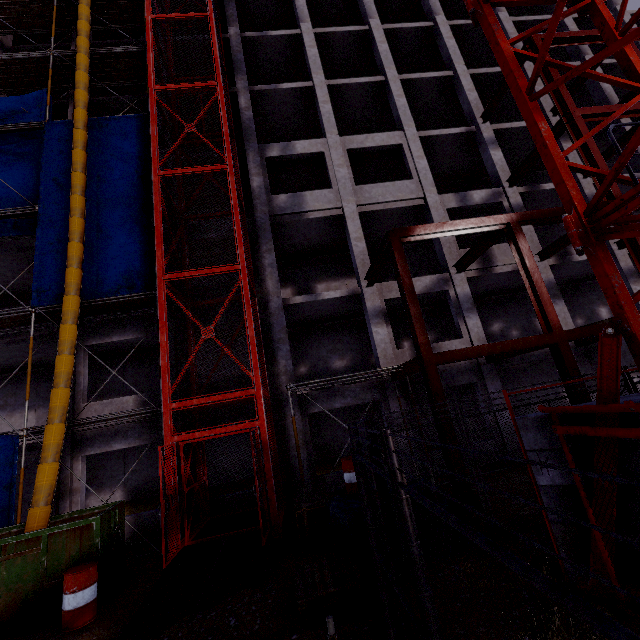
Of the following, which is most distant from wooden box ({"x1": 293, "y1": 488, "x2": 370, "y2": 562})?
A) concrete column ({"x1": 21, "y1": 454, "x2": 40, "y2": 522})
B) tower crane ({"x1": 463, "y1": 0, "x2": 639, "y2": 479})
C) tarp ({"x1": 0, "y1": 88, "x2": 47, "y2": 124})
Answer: tarp ({"x1": 0, "y1": 88, "x2": 47, "y2": 124})

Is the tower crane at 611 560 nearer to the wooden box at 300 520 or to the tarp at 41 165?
the wooden box at 300 520

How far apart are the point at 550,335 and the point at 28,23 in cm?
2708

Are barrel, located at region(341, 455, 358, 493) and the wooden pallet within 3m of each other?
yes

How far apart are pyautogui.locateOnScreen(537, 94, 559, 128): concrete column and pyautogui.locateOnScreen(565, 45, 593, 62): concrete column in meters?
3.2

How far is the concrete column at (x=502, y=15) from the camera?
18.77m

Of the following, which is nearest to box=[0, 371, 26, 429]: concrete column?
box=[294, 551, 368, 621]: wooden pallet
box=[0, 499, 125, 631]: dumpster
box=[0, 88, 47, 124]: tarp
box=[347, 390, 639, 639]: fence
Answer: box=[0, 88, 47, 124]: tarp

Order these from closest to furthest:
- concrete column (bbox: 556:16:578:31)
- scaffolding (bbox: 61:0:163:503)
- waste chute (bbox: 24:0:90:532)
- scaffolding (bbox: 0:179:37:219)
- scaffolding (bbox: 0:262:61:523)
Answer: waste chute (bbox: 24:0:90:532)
scaffolding (bbox: 0:262:61:523)
scaffolding (bbox: 61:0:163:503)
scaffolding (bbox: 0:179:37:219)
concrete column (bbox: 556:16:578:31)
